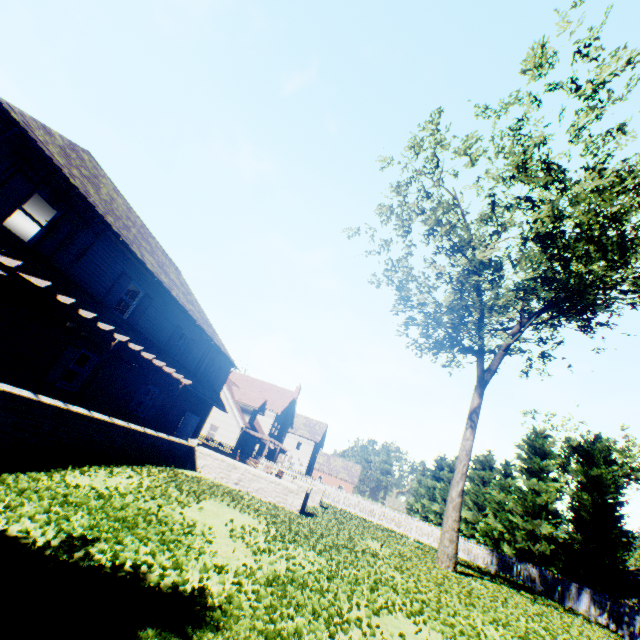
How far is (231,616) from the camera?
4.1m

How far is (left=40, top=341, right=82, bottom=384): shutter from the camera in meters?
11.9 m

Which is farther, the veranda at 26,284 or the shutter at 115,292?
the shutter at 115,292

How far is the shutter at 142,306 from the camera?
14.95m

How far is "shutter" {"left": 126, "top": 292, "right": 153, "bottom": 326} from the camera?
14.95m

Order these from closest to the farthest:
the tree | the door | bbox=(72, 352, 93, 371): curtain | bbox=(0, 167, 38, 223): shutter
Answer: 1. bbox=(0, 167, 38, 223): shutter
2. the tree
3. bbox=(72, 352, 93, 371): curtain
4. the door

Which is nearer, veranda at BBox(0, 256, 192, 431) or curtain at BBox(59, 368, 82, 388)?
veranda at BBox(0, 256, 192, 431)

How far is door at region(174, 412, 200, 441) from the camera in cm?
2124
